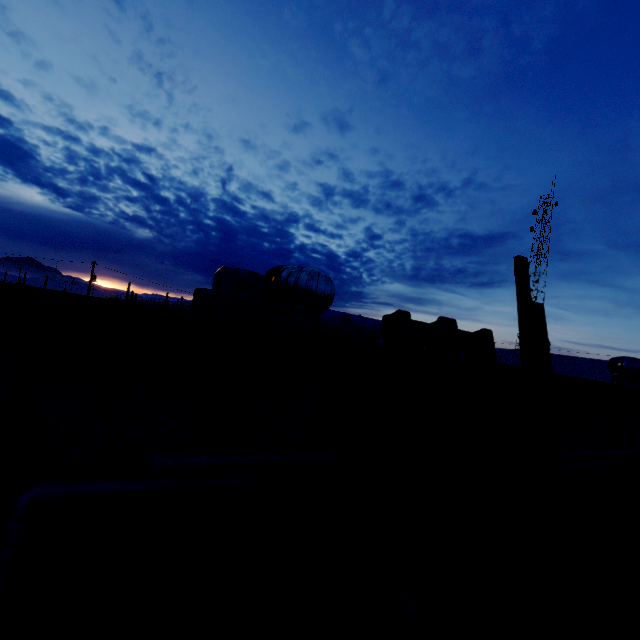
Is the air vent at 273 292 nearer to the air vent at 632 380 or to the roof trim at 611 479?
the roof trim at 611 479

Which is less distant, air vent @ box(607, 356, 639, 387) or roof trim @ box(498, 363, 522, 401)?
roof trim @ box(498, 363, 522, 401)

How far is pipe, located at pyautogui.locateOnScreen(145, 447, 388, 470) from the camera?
1.37m

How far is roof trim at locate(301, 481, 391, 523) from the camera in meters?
1.6

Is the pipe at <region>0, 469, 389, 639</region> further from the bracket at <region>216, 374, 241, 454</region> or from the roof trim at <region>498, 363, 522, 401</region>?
the roof trim at <region>498, 363, 522, 401</region>

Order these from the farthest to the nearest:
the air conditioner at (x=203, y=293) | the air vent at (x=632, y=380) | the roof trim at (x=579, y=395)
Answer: the air vent at (x=632, y=380) → the air conditioner at (x=203, y=293) → the roof trim at (x=579, y=395)

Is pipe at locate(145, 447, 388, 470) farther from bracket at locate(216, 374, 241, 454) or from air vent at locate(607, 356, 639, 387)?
air vent at locate(607, 356, 639, 387)

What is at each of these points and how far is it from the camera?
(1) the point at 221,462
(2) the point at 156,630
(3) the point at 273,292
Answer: (1) pipe, 1.5 meters
(2) roof trim, 0.8 meters
(3) air vent, 2.5 meters
